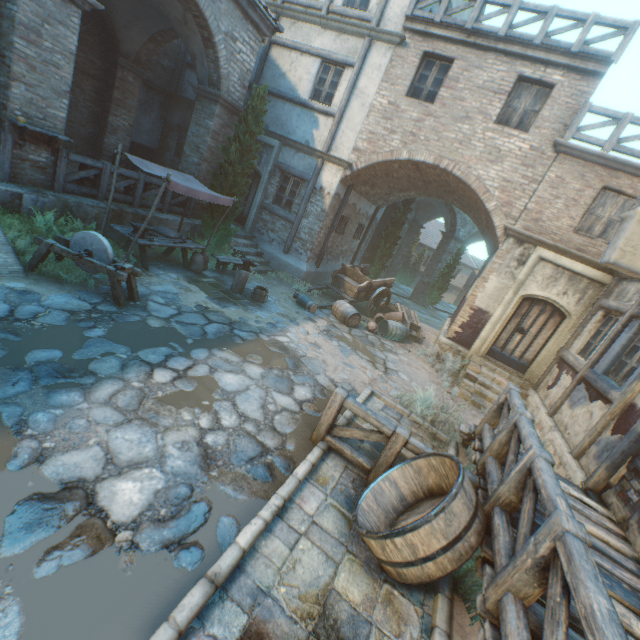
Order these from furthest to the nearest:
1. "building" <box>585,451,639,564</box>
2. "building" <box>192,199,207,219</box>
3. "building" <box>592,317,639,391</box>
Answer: "building" <box>192,199,207,219</box> → "building" <box>592,317,639,391</box> → "building" <box>585,451,639,564</box>

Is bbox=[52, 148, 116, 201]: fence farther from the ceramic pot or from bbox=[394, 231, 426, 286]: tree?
bbox=[394, 231, 426, 286]: tree

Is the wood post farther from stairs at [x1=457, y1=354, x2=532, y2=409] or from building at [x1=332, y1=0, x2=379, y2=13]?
stairs at [x1=457, y1=354, x2=532, y2=409]

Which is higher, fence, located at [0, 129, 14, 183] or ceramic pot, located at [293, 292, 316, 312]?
fence, located at [0, 129, 14, 183]

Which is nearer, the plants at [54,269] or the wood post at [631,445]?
the wood post at [631,445]

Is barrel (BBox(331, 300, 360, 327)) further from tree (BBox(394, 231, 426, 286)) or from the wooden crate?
tree (BBox(394, 231, 426, 286))

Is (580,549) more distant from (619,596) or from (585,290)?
(585,290)

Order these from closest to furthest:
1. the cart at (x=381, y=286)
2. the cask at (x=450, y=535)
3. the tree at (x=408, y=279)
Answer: the cask at (x=450, y=535), the cart at (x=381, y=286), the tree at (x=408, y=279)
